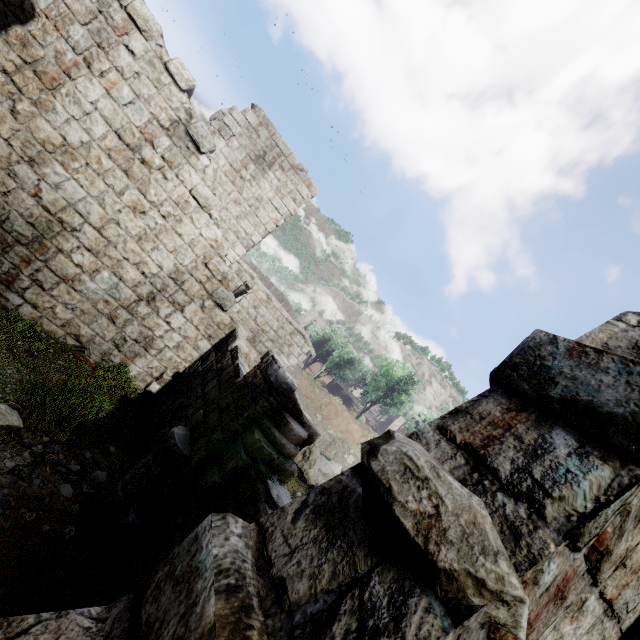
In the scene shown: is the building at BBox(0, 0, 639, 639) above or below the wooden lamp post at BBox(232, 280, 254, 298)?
below

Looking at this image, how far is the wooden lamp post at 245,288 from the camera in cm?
1273

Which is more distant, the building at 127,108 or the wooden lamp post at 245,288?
the wooden lamp post at 245,288

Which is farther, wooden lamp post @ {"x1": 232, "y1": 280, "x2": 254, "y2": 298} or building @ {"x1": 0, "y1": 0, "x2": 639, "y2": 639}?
wooden lamp post @ {"x1": 232, "y1": 280, "x2": 254, "y2": 298}

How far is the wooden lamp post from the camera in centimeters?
1273cm

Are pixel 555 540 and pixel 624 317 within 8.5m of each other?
yes
